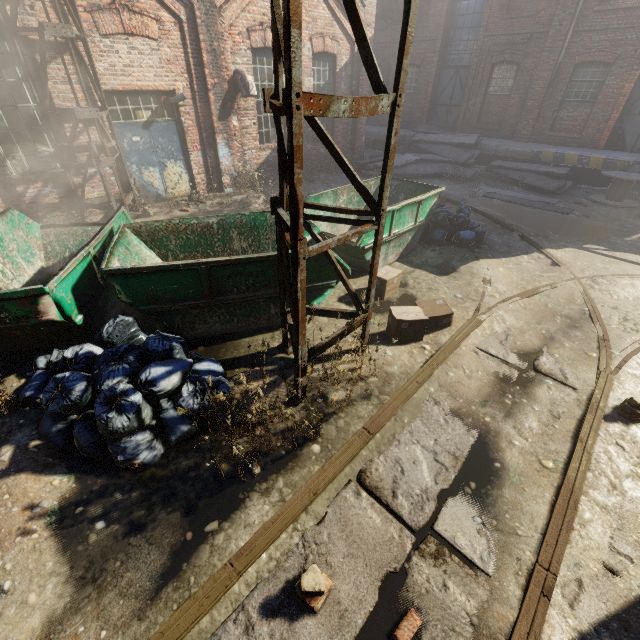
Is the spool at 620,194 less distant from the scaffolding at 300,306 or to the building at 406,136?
the building at 406,136

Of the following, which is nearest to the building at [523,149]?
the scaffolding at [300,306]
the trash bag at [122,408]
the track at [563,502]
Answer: the track at [563,502]

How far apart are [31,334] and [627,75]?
20.2m

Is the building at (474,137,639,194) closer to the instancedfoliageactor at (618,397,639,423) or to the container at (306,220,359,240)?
the container at (306,220,359,240)

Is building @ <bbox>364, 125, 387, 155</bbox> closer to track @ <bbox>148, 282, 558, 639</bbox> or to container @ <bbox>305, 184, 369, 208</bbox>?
track @ <bbox>148, 282, 558, 639</bbox>

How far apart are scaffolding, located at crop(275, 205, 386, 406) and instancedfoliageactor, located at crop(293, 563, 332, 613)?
1.2m

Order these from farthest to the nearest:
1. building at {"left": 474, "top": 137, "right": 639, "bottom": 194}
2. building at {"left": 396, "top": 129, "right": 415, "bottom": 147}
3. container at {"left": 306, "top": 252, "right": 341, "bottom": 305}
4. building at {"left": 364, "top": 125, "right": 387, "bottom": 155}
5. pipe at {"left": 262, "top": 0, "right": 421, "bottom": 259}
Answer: building at {"left": 364, "top": 125, "right": 387, "bottom": 155} → building at {"left": 396, "top": 129, "right": 415, "bottom": 147} → building at {"left": 474, "top": 137, "right": 639, "bottom": 194} → container at {"left": 306, "top": 252, "right": 341, "bottom": 305} → pipe at {"left": 262, "top": 0, "right": 421, "bottom": 259}

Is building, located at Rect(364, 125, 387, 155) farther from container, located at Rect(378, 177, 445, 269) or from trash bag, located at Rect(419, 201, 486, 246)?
container, located at Rect(378, 177, 445, 269)
